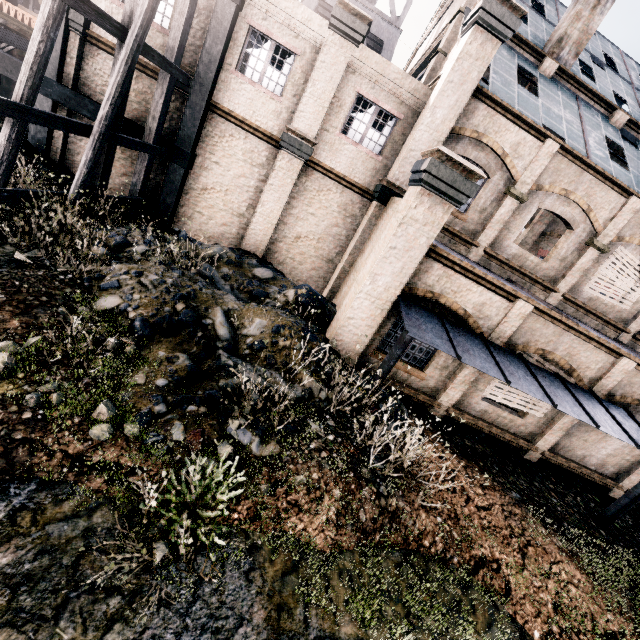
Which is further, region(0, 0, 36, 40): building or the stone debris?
region(0, 0, 36, 40): building

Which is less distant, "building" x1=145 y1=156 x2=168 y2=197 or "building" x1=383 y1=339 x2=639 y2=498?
"building" x1=383 y1=339 x2=639 y2=498

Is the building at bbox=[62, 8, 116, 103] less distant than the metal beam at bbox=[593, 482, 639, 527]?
No

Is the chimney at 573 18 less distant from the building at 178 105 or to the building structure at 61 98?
the building at 178 105

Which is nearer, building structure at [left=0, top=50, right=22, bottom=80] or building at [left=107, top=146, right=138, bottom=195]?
building structure at [left=0, top=50, right=22, bottom=80]

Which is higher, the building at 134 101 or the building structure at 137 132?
the building at 134 101

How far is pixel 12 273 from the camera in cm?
703

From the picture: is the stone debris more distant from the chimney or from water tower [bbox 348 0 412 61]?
the chimney
